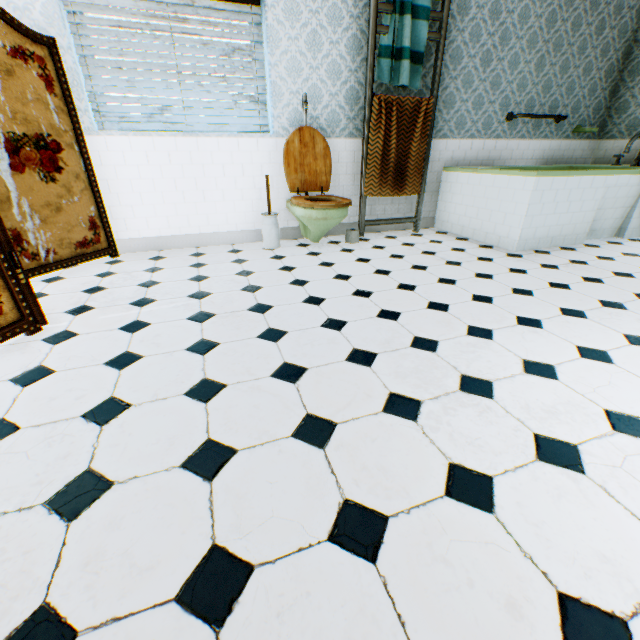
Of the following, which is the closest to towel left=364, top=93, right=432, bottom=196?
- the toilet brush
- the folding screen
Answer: the toilet brush

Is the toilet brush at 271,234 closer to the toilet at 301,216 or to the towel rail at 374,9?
the toilet at 301,216

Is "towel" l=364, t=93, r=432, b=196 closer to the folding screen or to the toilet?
the toilet

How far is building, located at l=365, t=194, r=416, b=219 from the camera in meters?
4.4 m

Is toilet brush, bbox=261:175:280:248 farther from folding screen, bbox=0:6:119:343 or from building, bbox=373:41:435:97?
folding screen, bbox=0:6:119:343

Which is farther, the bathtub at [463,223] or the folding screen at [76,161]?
the bathtub at [463,223]

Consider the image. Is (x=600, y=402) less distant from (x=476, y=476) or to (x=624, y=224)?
(x=476, y=476)

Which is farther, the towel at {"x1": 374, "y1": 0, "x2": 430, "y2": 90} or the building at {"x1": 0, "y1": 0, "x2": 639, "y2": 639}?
the towel at {"x1": 374, "y1": 0, "x2": 430, "y2": 90}
